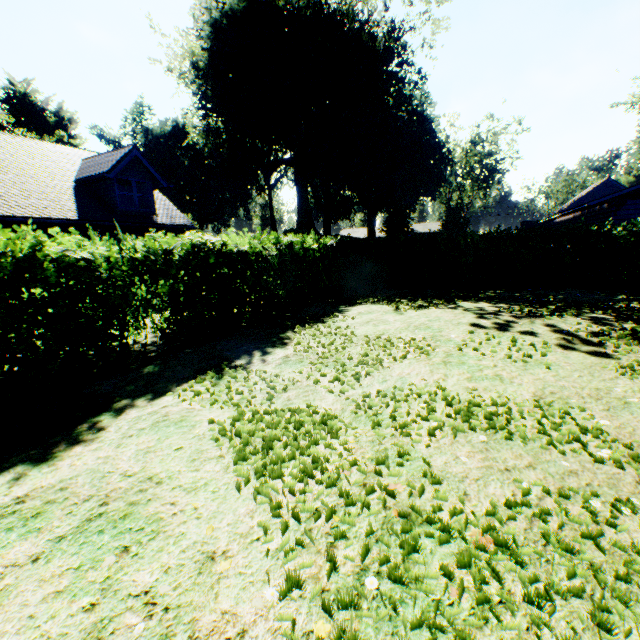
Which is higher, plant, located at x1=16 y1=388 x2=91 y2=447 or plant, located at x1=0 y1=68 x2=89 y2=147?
plant, located at x1=0 y1=68 x2=89 y2=147

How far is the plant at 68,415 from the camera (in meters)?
3.58

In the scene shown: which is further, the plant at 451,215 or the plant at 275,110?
the plant at 451,215

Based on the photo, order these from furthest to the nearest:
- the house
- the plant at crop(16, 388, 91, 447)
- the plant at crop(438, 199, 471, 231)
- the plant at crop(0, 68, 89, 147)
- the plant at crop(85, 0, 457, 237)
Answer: the plant at crop(438, 199, 471, 231), the plant at crop(0, 68, 89, 147), the plant at crop(85, 0, 457, 237), the house, the plant at crop(16, 388, 91, 447)

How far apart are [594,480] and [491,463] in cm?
81
